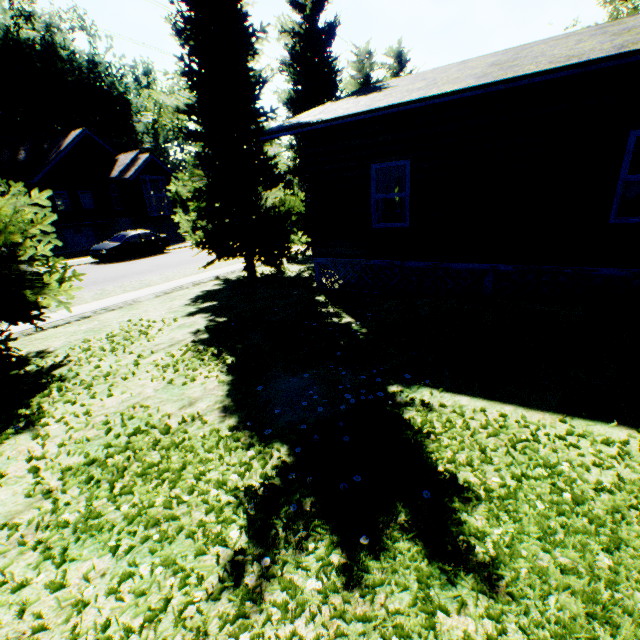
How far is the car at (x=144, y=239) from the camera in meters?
20.0

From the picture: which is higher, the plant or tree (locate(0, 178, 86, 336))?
the plant

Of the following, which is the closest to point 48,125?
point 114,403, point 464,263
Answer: point 114,403

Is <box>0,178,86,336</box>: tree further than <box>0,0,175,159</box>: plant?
No

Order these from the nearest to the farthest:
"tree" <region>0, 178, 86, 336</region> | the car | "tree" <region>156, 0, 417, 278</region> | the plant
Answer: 1. "tree" <region>0, 178, 86, 336</region>
2. "tree" <region>156, 0, 417, 278</region>
3. the car
4. the plant

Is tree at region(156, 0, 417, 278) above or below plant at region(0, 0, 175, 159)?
below

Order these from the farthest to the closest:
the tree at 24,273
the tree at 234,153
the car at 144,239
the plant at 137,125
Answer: the plant at 137,125
the car at 144,239
the tree at 234,153
the tree at 24,273

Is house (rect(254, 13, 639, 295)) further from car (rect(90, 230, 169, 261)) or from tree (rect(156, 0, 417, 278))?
car (rect(90, 230, 169, 261))
